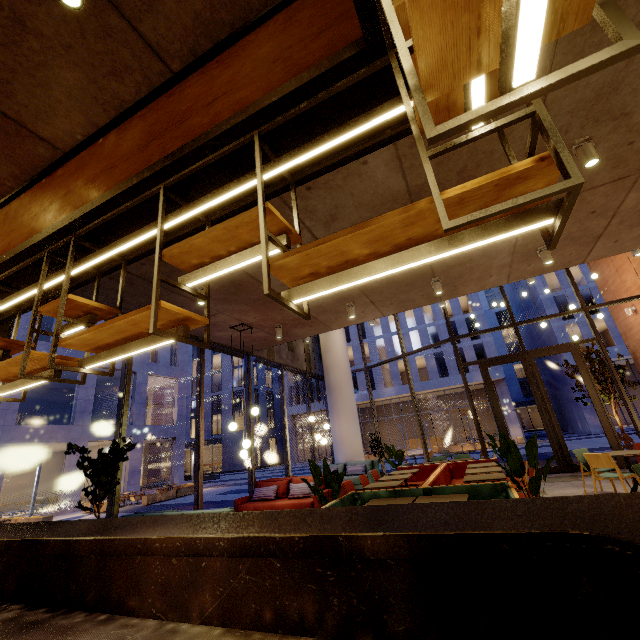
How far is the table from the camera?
5.73m

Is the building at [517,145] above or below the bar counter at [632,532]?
above

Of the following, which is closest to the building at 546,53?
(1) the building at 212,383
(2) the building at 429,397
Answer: (2) the building at 429,397

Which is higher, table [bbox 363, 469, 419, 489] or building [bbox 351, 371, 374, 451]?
building [bbox 351, 371, 374, 451]

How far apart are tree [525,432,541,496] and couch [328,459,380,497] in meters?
6.9 m

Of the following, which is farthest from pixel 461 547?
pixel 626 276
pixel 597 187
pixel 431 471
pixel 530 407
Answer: pixel 530 407

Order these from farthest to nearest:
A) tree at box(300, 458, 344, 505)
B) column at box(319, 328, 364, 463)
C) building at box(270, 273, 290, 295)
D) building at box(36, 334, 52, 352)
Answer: building at box(36, 334, 52, 352)
column at box(319, 328, 364, 463)
building at box(270, 273, 290, 295)
tree at box(300, 458, 344, 505)

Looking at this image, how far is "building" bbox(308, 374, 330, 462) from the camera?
39.5 meters
